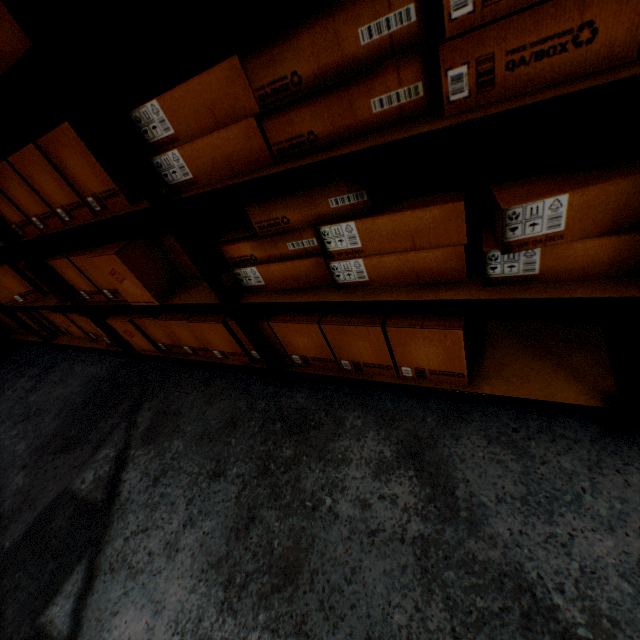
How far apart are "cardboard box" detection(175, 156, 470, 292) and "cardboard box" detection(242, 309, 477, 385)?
0.1m

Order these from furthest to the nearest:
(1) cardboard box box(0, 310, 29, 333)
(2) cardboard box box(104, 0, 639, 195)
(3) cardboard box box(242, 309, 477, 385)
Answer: (1) cardboard box box(0, 310, 29, 333) → (3) cardboard box box(242, 309, 477, 385) → (2) cardboard box box(104, 0, 639, 195)

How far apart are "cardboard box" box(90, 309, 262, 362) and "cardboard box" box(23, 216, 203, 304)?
0.1 meters

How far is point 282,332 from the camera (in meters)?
1.33

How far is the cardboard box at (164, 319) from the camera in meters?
1.5

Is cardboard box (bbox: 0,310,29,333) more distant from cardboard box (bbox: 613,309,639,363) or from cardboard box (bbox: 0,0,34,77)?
cardboard box (bbox: 613,309,639,363)

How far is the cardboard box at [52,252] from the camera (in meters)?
1.37
